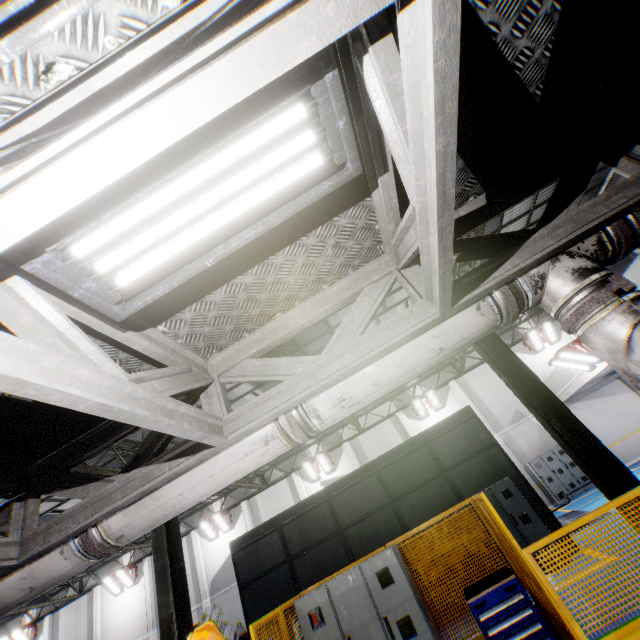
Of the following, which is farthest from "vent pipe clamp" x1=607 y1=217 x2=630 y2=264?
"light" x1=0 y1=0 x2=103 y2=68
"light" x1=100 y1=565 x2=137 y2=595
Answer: "light" x1=100 y1=565 x2=137 y2=595

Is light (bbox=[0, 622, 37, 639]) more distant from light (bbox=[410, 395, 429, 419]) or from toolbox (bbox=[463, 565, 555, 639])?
toolbox (bbox=[463, 565, 555, 639])

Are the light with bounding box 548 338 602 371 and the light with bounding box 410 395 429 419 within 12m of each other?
yes

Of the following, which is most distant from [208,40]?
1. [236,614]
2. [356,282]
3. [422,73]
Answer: [236,614]

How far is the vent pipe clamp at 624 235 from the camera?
2.5m

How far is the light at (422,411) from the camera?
20.31m

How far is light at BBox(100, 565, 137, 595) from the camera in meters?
21.2 m

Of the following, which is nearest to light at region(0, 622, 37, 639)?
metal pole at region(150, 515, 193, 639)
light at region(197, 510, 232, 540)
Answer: light at region(197, 510, 232, 540)
